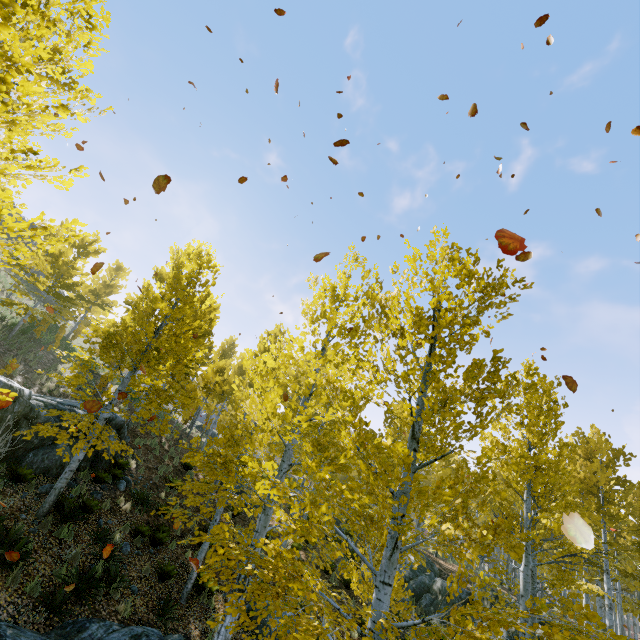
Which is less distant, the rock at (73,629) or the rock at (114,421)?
the rock at (73,629)

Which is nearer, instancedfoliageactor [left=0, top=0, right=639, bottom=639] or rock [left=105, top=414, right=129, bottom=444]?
instancedfoliageactor [left=0, top=0, right=639, bottom=639]

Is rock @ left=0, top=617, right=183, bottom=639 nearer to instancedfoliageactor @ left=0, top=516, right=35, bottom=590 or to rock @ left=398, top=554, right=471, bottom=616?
instancedfoliageactor @ left=0, top=516, right=35, bottom=590

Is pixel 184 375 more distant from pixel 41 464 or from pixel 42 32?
pixel 42 32

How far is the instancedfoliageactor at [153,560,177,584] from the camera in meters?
9.7 m

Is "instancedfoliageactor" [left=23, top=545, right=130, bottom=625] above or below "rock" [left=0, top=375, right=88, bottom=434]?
below

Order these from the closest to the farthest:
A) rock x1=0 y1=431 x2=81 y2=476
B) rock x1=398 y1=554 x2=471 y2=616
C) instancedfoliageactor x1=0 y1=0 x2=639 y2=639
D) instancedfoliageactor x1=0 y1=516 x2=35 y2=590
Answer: instancedfoliageactor x1=0 y1=0 x2=639 y2=639, instancedfoliageactor x1=0 y1=516 x2=35 y2=590, rock x1=0 y1=431 x2=81 y2=476, rock x1=398 y1=554 x2=471 y2=616

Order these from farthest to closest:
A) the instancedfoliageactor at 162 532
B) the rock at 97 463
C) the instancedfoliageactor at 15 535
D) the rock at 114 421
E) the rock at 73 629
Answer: the rock at 114 421 → the rock at 97 463 → the instancedfoliageactor at 162 532 → the instancedfoliageactor at 15 535 → the rock at 73 629
